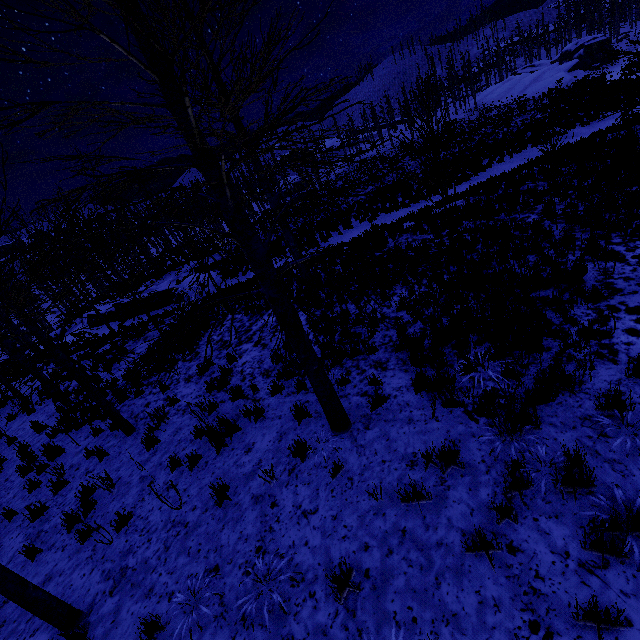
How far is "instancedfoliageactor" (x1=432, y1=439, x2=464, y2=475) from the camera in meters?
3.9

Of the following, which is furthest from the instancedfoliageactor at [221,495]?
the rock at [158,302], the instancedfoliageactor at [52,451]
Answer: the rock at [158,302]

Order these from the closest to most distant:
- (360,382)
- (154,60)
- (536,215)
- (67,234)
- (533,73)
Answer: (154,60), (360,382), (536,215), (67,234), (533,73)

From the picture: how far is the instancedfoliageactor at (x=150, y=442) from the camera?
7.1 meters

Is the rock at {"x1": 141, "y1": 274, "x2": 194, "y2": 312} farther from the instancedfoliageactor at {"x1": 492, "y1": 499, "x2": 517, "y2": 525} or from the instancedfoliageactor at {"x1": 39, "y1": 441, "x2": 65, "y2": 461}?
the instancedfoliageactor at {"x1": 39, "y1": 441, "x2": 65, "y2": 461}

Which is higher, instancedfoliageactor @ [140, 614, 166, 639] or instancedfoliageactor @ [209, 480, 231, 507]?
instancedfoliageactor @ [140, 614, 166, 639]
